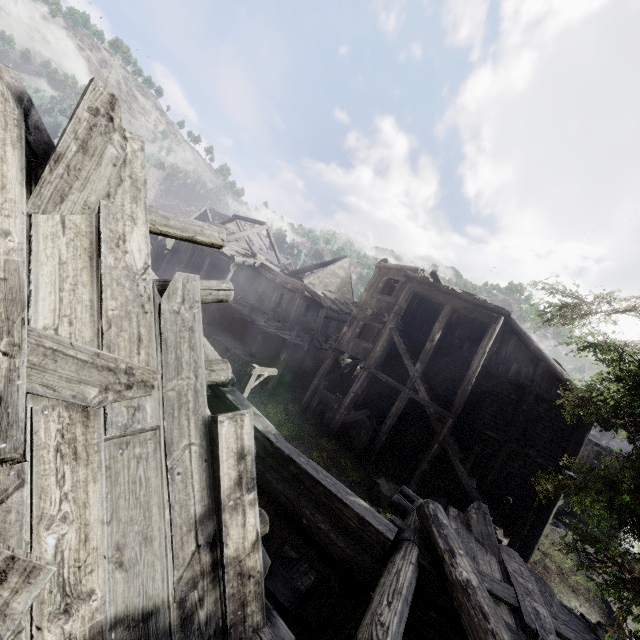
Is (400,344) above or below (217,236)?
below

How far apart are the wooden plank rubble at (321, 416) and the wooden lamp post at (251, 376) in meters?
6.5

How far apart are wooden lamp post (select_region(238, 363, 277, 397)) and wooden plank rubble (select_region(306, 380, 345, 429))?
6.5 meters

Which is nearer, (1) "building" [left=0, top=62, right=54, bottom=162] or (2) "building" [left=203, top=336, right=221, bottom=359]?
(1) "building" [left=0, top=62, right=54, bottom=162]

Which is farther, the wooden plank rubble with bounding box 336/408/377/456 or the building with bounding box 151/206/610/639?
the wooden plank rubble with bounding box 336/408/377/456

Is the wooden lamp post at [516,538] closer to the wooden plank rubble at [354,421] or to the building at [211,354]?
the building at [211,354]

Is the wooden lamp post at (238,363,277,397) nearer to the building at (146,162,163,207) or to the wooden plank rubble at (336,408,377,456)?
the building at (146,162,163,207)

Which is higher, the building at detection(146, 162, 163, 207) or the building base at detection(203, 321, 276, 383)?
the building at detection(146, 162, 163, 207)
